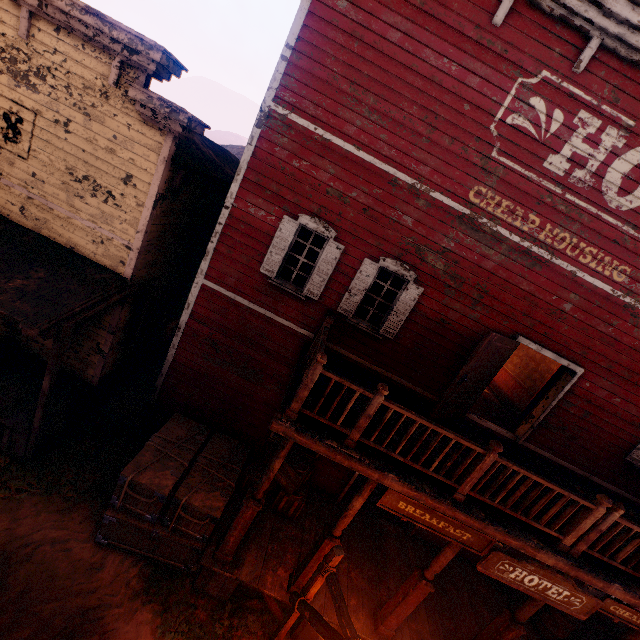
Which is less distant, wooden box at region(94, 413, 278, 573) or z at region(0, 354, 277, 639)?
z at region(0, 354, 277, 639)

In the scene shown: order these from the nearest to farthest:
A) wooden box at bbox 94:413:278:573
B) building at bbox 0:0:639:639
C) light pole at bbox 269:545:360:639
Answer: light pole at bbox 269:545:360:639
building at bbox 0:0:639:639
wooden box at bbox 94:413:278:573

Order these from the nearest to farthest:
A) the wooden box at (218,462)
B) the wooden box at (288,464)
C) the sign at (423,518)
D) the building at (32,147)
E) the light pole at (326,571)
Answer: the light pole at (326,571), the sign at (423,518), the building at (32,147), the wooden box at (218,462), the wooden box at (288,464)

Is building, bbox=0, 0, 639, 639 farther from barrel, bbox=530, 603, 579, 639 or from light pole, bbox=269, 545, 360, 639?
light pole, bbox=269, 545, 360, 639

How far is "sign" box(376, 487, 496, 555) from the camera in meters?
5.0

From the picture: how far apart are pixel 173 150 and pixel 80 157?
2.07m

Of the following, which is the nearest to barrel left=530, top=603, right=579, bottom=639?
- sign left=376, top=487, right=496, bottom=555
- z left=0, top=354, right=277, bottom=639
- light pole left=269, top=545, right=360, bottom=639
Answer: z left=0, top=354, right=277, bottom=639

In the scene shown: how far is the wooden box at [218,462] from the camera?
6.24m
